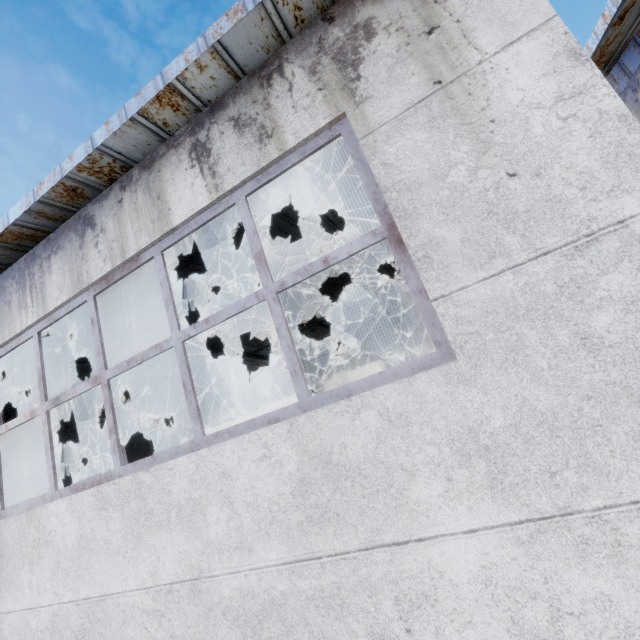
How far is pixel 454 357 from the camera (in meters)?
2.10

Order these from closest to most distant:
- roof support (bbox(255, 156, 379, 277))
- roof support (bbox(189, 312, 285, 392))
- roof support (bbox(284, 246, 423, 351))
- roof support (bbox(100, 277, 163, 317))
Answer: roof support (bbox(255, 156, 379, 277)), roof support (bbox(100, 277, 163, 317)), roof support (bbox(284, 246, 423, 351)), roof support (bbox(189, 312, 285, 392))

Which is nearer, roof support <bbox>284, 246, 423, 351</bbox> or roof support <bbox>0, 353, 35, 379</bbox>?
roof support <bbox>0, 353, 35, 379</bbox>

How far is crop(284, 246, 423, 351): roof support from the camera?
8.2m

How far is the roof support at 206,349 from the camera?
12.7 meters
